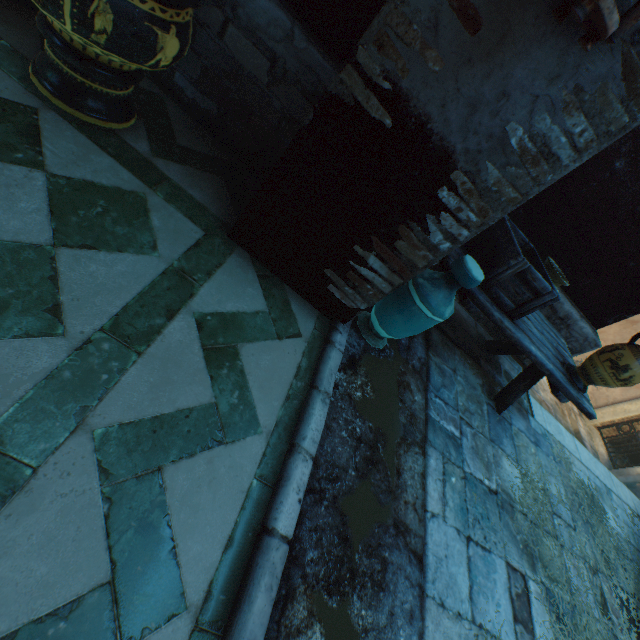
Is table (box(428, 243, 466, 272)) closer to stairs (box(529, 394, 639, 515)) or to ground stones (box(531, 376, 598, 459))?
stairs (box(529, 394, 639, 515))

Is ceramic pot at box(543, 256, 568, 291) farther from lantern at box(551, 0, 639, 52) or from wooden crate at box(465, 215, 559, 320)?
lantern at box(551, 0, 639, 52)

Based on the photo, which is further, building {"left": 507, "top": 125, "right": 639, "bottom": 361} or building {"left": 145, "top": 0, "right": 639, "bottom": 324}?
building {"left": 507, "top": 125, "right": 639, "bottom": 361}

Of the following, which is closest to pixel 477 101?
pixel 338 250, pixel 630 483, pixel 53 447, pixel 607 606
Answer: pixel 338 250

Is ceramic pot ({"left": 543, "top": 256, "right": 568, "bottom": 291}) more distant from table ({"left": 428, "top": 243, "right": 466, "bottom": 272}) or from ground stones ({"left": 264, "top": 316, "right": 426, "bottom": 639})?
ground stones ({"left": 264, "top": 316, "right": 426, "bottom": 639})

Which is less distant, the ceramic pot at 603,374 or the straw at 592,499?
the ceramic pot at 603,374

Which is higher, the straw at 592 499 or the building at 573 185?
the building at 573 185

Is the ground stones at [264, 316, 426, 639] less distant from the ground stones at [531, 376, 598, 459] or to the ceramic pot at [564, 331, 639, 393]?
the ceramic pot at [564, 331, 639, 393]
